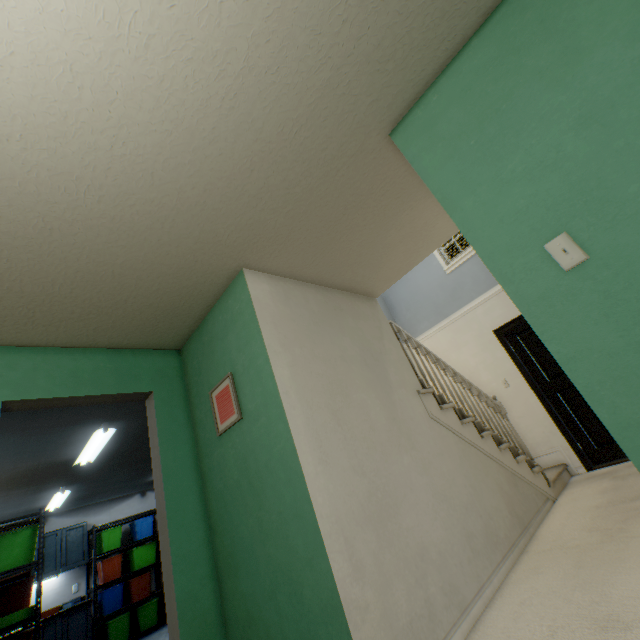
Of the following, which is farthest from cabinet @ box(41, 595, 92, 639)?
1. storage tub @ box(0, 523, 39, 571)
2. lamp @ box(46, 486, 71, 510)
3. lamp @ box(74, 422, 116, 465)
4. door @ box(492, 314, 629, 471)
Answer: door @ box(492, 314, 629, 471)

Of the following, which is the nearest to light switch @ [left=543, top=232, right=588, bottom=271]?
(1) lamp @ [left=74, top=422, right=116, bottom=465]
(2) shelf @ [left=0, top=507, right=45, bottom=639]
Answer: (1) lamp @ [left=74, top=422, right=116, bottom=465]

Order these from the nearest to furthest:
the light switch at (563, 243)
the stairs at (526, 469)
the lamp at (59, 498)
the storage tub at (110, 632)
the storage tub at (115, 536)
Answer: the light switch at (563, 243), the stairs at (526, 469), the lamp at (59, 498), the storage tub at (110, 632), the storage tub at (115, 536)

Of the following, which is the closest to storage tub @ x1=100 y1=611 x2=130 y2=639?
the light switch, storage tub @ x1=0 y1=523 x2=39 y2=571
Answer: storage tub @ x1=0 y1=523 x2=39 y2=571

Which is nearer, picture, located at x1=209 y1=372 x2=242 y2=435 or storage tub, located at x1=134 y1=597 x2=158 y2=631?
picture, located at x1=209 y1=372 x2=242 y2=435

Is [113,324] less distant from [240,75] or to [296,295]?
[296,295]

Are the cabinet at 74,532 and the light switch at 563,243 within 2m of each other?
no

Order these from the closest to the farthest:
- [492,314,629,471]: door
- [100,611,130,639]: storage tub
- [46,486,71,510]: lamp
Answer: [492,314,629,471]: door → [46,486,71,510]: lamp → [100,611,130,639]: storage tub
